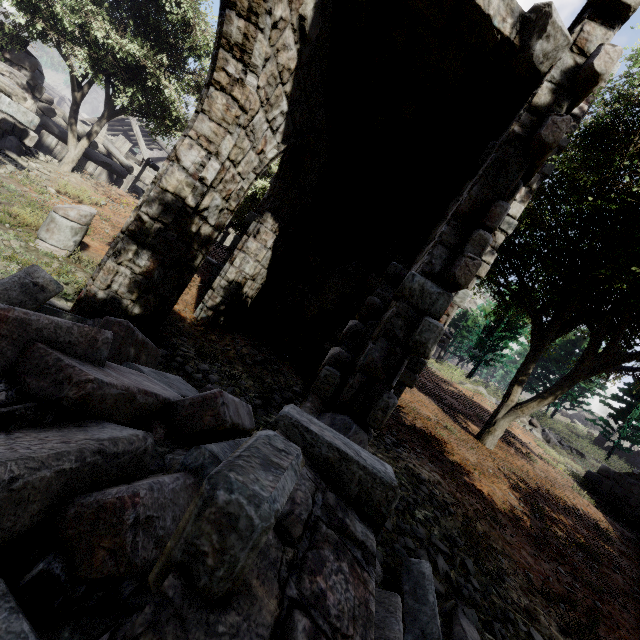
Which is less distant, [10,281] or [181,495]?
[181,495]

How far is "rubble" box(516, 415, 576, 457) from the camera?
17.2m

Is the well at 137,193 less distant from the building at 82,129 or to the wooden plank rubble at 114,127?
the building at 82,129

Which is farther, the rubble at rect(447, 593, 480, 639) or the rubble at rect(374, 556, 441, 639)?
the rubble at rect(447, 593, 480, 639)

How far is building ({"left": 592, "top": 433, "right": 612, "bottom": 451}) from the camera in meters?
33.2

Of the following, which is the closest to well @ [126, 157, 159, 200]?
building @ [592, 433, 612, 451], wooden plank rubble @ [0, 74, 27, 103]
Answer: Answer: wooden plank rubble @ [0, 74, 27, 103]

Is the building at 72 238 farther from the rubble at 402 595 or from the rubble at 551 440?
the rubble at 551 440

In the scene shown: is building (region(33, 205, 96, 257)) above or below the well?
below
